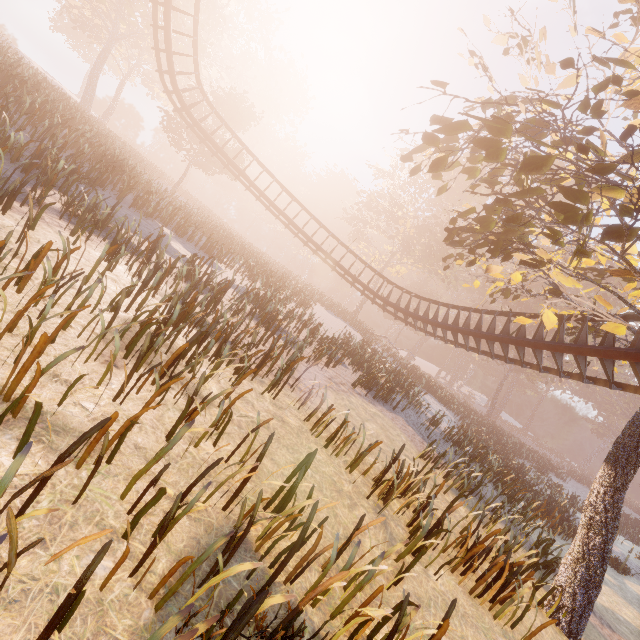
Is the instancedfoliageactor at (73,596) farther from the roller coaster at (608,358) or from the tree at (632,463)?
the roller coaster at (608,358)

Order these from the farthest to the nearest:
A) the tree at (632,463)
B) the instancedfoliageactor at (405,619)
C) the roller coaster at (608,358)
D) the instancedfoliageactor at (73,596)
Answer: the roller coaster at (608,358), the tree at (632,463), the instancedfoliageactor at (405,619), the instancedfoliageactor at (73,596)

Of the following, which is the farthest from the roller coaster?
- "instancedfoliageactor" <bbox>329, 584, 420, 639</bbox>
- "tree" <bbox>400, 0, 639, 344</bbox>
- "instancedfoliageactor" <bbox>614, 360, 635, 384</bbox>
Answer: "instancedfoliageactor" <bbox>614, 360, 635, 384</bbox>

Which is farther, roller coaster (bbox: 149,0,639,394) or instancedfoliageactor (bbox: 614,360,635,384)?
instancedfoliageactor (bbox: 614,360,635,384)

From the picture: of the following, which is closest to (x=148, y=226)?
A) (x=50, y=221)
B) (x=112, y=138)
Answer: (x=50, y=221)

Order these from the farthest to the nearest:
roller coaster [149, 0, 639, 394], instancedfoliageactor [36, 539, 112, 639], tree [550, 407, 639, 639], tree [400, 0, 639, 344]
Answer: roller coaster [149, 0, 639, 394] < tree [550, 407, 639, 639] < tree [400, 0, 639, 344] < instancedfoliageactor [36, 539, 112, 639]

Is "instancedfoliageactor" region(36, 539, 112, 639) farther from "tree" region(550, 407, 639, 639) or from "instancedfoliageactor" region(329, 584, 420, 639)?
"tree" region(550, 407, 639, 639)

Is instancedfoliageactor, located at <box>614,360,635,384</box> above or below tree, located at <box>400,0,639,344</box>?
above
